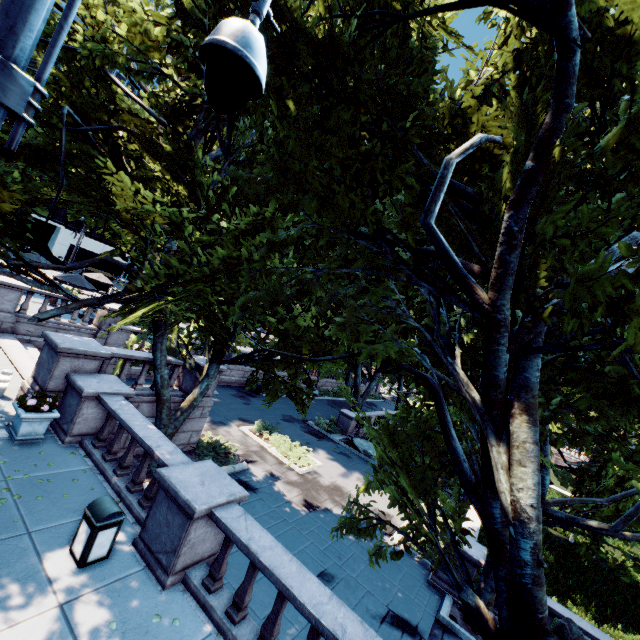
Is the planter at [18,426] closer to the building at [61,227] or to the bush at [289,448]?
the bush at [289,448]

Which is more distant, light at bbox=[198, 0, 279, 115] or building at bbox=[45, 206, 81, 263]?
building at bbox=[45, 206, 81, 263]

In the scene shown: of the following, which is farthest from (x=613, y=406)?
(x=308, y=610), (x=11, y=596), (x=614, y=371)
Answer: (x=11, y=596)

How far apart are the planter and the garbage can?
3.8m

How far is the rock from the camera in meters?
22.7 m

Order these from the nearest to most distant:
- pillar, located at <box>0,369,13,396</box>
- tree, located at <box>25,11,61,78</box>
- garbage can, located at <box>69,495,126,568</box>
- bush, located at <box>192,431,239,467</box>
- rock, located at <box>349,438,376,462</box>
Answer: garbage can, located at <box>69,495,126,568</box> < tree, located at <box>25,11,61,78</box> < pillar, located at <box>0,369,13,396</box> < bush, located at <box>192,431,239,467</box> < rock, located at <box>349,438,376,462</box>

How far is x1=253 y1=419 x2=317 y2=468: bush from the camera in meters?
17.2 m

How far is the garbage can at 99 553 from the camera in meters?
5.7 m
